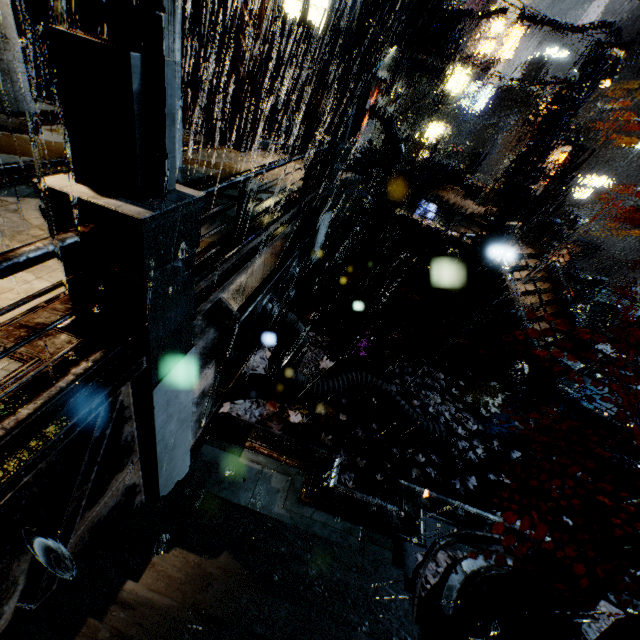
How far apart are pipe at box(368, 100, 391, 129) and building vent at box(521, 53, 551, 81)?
48.3m

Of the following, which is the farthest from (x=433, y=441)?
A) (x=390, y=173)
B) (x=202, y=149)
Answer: A: (x=390, y=173)

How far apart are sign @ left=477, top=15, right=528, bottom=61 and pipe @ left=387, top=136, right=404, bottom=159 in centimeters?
2481cm

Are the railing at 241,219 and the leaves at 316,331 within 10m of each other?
yes

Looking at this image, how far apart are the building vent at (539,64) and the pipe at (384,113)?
48.33m

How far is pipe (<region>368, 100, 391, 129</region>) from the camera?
22.0m

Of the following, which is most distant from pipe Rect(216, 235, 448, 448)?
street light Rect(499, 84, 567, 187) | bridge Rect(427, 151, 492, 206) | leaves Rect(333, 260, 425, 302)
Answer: street light Rect(499, 84, 567, 187)

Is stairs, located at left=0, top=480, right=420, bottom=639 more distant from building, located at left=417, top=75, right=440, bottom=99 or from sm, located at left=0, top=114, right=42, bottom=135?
sm, located at left=0, top=114, right=42, bottom=135
